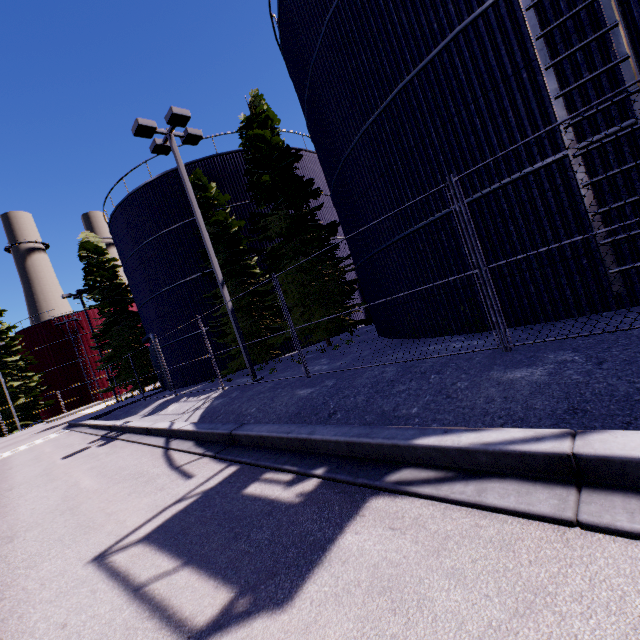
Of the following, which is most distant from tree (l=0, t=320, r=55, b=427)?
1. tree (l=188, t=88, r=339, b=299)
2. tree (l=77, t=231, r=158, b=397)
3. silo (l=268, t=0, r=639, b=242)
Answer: tree (l=188, t=88, r=339, b=299)

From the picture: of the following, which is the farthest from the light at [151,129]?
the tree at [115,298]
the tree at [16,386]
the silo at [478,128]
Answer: the tree at [16,386]

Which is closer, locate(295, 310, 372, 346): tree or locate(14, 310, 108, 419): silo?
locate(295, 310, 372, 346): tree

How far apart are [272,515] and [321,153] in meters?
12.2 m

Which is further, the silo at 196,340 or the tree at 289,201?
the silo at 196,340

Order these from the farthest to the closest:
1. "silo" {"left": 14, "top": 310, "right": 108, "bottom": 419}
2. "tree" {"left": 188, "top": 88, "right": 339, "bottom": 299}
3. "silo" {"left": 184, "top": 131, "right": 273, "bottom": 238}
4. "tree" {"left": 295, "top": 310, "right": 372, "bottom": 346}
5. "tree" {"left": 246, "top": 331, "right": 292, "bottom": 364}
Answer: "silo" {"left": 14, "top": 310, "right": 108, "bottom": 419}, "silo" {"left": 184, "top": 131, "right": 273, "bottom": 238}, "tree" {"left": 246, "top": 331, "right": 292, "bottom": 364}, "tree" {"left": 188, "top": 88, "right": 339, "bottom": 299}, "tree" {"left": 295, "top": 310, "right": 372, "bottom": 346}

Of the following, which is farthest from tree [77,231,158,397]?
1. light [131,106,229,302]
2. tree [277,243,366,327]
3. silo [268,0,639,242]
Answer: light [131,106,229,302]

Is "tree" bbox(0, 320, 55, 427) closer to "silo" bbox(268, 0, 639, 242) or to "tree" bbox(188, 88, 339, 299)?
"silo" bbox(268, 0, 639, 242)
